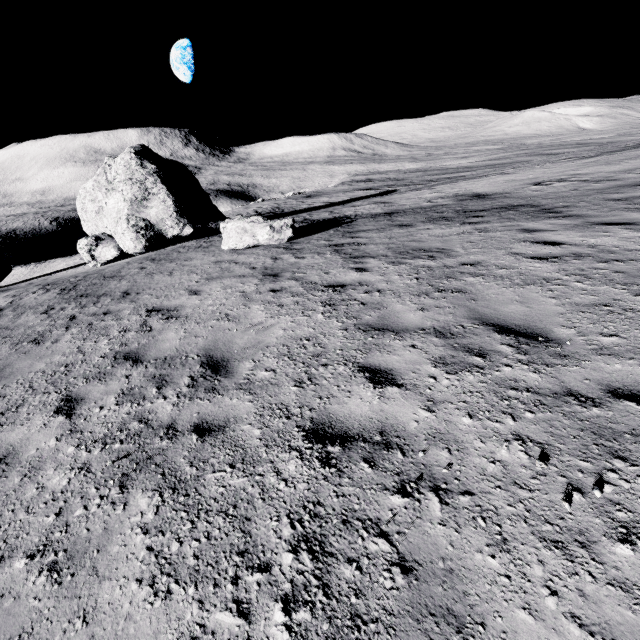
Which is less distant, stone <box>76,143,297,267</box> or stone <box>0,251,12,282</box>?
stone <box>76,143,297,267</box>

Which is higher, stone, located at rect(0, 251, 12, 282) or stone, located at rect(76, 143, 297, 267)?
stone, located at rect(76, 143, 297, 267)

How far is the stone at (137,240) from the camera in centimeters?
1254cm

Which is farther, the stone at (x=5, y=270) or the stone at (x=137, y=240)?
the stone at (x=5, y=270)

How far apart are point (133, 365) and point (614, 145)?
32.44m

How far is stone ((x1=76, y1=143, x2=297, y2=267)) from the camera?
12.5 meters
